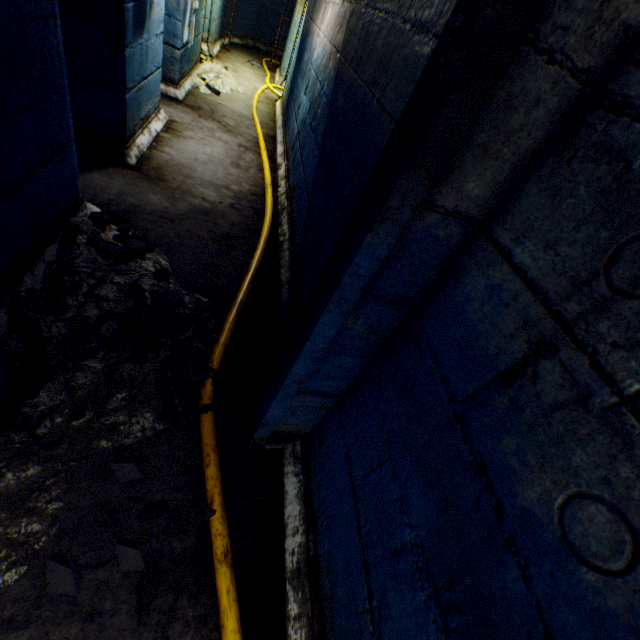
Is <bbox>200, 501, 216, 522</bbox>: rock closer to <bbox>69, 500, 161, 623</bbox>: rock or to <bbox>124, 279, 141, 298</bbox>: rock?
<bbox>69, 500, 161, 623</bbox>: rock

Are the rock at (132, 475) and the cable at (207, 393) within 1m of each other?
yes

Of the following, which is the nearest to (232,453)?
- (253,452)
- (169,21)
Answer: (253,452)

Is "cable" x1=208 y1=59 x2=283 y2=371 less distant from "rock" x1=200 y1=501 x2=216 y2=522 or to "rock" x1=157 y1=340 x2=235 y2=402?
"rock" x1=157 y1=340 x2=235 y2=402

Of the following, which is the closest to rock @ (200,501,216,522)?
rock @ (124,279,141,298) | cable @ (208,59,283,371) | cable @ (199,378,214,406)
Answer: cable @ (199,378,214,406)

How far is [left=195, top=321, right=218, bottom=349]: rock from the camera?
2.10m

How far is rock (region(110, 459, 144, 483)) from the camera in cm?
150

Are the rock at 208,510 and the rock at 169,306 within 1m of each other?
yes
